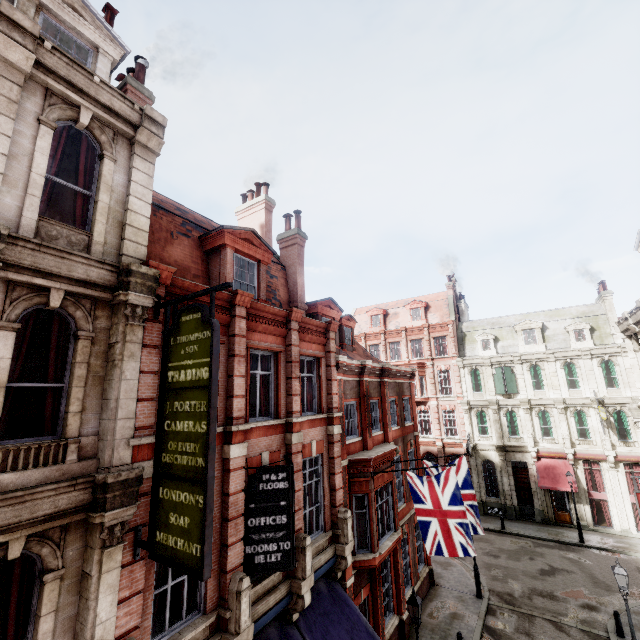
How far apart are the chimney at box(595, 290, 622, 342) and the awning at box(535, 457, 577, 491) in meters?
10.5

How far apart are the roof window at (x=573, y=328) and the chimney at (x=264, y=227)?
27.9 meters

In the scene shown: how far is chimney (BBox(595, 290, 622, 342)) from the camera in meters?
27.3

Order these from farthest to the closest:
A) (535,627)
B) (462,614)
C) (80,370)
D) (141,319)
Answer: (462,614) → (535,627) → (141,319) → (80,370)

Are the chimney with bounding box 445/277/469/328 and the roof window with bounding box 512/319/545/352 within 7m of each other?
yes

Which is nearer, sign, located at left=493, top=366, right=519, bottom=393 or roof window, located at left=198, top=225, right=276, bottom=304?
roof window, located at left=198, top=225, right=276, bottom=304

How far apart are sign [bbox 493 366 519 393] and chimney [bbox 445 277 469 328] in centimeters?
699cm

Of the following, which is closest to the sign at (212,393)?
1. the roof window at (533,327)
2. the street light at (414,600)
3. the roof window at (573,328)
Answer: the street light at (414,600)
